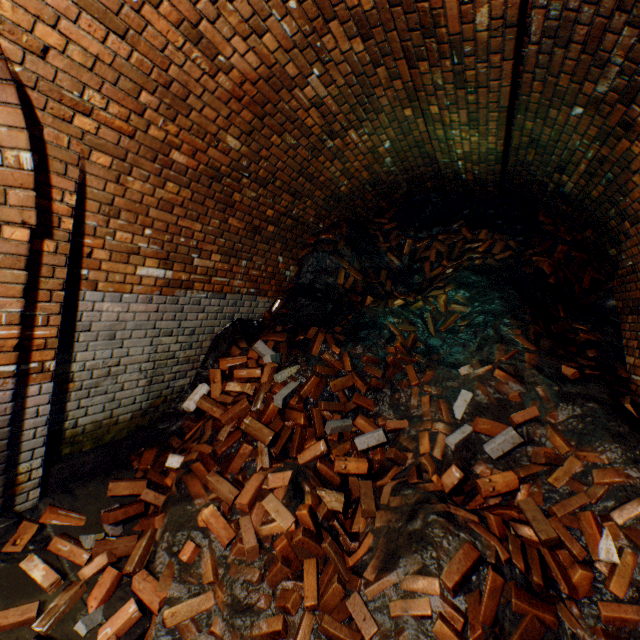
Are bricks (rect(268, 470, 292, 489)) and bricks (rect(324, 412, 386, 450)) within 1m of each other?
yes

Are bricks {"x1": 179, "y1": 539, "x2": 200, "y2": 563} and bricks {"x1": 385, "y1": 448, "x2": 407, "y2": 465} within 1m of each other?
no

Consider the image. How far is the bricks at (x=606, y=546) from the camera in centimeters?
213cm

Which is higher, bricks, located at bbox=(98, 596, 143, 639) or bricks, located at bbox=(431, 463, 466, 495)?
bricks, located at bbox=(431, 463, 466, 495)

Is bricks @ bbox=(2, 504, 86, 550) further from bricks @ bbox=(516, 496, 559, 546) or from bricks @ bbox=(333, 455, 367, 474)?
bricks @ bbox=(516, 496, 559, 546)

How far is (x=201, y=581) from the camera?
2.43m

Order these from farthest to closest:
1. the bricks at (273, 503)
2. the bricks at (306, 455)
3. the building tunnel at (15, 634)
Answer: the bricks at (306, 455), the bricks at (273, 503), the building tunnel at (15, 634)

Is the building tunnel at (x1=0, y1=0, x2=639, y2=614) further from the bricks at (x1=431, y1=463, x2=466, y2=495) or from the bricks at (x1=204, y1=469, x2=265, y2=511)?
the bricks at (x1=431, y1=463, x2=466, y2=495)
